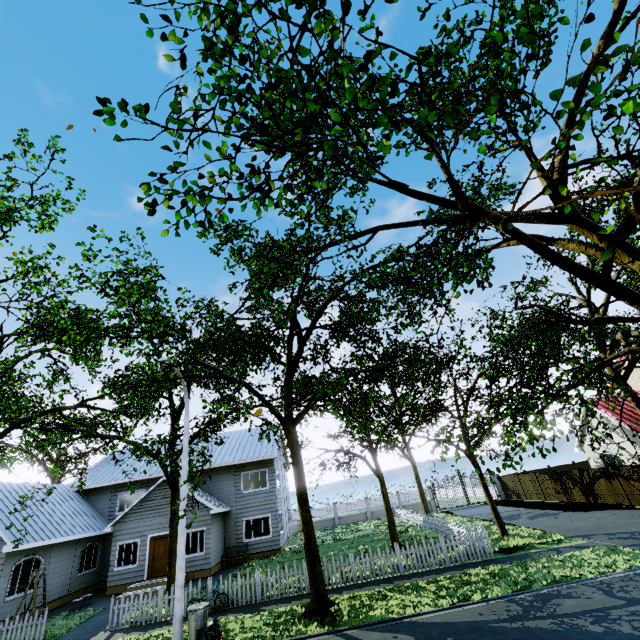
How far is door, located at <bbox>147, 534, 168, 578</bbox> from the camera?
19.0m

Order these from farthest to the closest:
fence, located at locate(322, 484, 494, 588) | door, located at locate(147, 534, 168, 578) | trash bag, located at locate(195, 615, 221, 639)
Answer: door, located at locate(147, 534, 168, 578), fence, located at locate(322, 484, 494, 588), trash bag, located at locate(195, 615, 221, 639)

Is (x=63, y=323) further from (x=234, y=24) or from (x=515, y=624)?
(x=515, y=624)

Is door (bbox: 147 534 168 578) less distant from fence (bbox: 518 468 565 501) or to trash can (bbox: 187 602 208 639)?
fence (bbox: 518 468 565 501)

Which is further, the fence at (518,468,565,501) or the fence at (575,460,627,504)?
the fence at (518,468,565,501)

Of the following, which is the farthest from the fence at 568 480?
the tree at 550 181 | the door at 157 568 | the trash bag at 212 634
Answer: the door at 157 568

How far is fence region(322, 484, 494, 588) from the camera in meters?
13.4

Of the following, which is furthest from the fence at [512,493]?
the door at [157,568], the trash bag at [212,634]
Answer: the door at [157,568]
